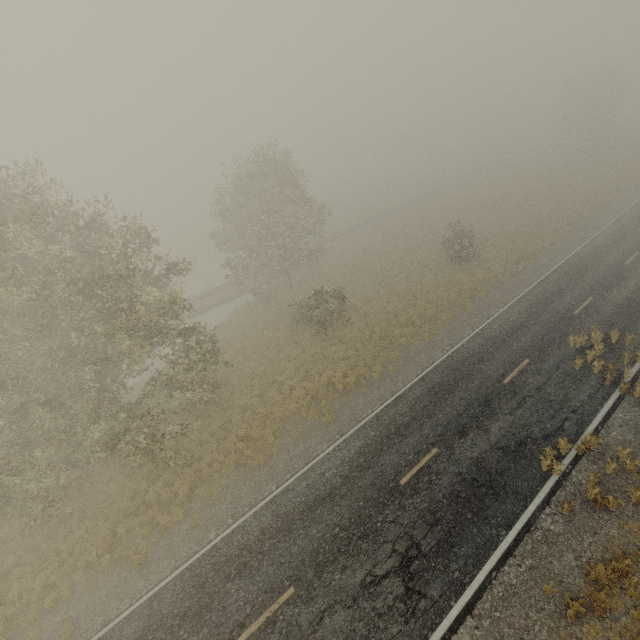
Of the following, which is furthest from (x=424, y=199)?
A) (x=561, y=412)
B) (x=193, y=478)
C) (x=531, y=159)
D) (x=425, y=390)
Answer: (x=193, y=478)
